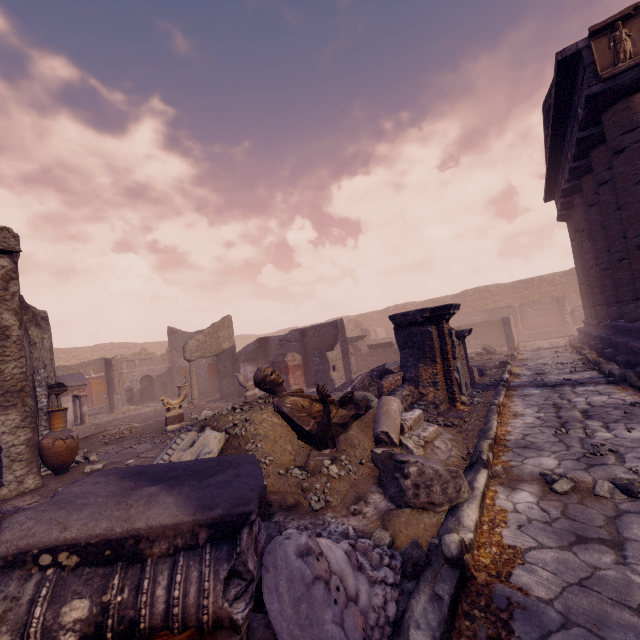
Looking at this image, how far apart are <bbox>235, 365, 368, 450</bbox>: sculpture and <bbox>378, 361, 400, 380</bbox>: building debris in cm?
307

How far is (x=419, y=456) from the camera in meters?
3.2 m

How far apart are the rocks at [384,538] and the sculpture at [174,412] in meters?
8.6 m

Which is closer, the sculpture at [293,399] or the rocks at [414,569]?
the rocks at [414,569]

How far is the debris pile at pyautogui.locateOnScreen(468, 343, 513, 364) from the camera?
14.3m

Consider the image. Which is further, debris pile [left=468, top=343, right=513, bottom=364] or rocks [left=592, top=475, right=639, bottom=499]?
debris pile [left=468, top=343, right=513, bottom=364]

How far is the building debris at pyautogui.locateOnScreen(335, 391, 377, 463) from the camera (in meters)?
3.83

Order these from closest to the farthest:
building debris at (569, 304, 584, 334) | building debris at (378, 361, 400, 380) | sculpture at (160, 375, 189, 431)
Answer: building debris at (378, 361, 400, 380) < sculpture at (160, 375, 189, 431) < building debris at (569, 304, 584, 334)
